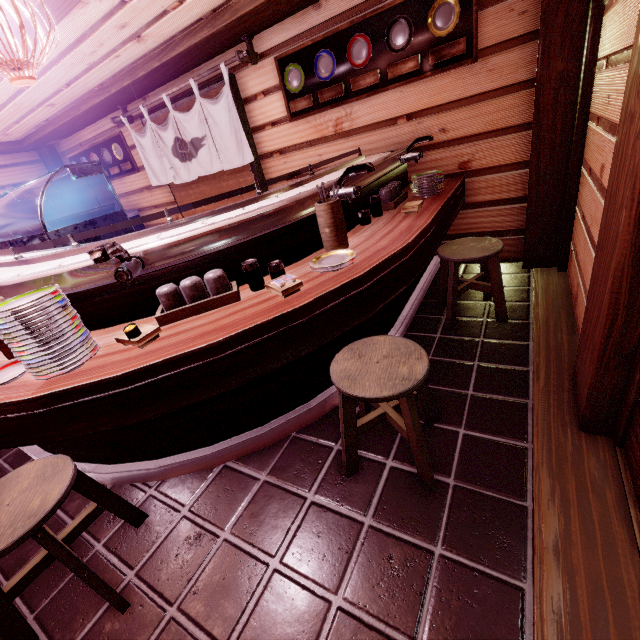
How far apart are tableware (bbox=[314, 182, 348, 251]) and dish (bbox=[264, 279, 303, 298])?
0.87m

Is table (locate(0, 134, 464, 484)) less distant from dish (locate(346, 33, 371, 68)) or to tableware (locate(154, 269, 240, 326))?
tableware (locate(154, 269, 240, 326))

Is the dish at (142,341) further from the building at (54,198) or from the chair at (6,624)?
the building at (54,198)

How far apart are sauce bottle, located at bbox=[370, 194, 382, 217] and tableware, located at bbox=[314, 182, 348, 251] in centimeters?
120cm

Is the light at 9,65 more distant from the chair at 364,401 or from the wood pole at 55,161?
the wood pole at 55,161

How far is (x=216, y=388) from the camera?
2.74m

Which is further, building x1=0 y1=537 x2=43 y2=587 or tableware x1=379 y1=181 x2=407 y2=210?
tableware x1=379 y1=181 x2=407 y2=210

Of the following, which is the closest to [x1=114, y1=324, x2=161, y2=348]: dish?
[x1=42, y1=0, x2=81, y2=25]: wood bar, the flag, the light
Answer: the light
